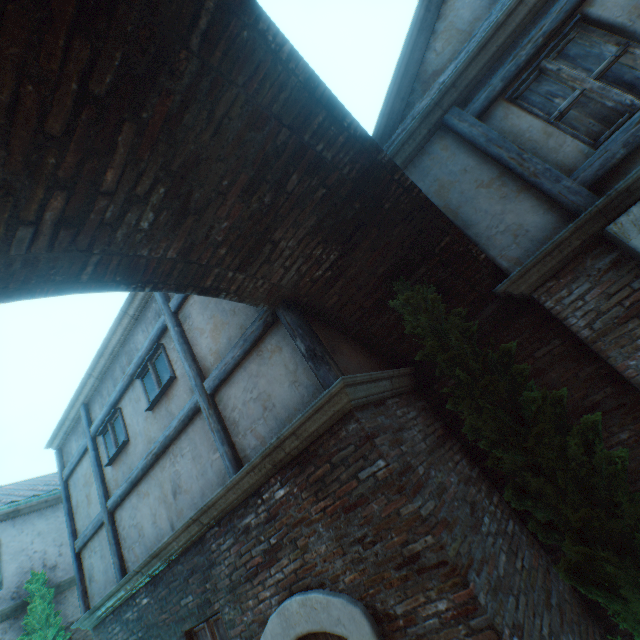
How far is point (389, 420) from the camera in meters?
3.7 m

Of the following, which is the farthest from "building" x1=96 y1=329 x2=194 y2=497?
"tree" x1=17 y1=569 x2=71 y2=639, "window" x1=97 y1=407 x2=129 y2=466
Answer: "tree" x1=17 y1=569 x2=71 y2=639

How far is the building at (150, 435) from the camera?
5.29m

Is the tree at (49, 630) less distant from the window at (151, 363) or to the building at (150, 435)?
the building at (150, 435)

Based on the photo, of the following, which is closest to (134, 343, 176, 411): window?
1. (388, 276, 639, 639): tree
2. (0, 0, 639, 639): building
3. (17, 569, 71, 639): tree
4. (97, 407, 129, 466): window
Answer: (0, 0, 639, 639): building

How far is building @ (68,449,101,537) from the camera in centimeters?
691cm

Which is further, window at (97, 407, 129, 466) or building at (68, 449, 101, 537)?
building at (68, 449, 101, 537)

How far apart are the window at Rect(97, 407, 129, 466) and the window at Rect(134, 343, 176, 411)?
1.0 meters
